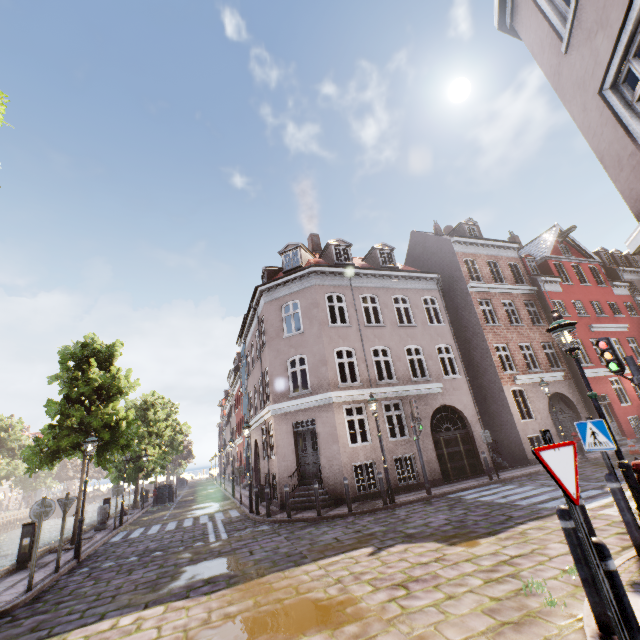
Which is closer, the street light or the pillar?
the street light

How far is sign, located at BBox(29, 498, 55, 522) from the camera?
8.1 meters

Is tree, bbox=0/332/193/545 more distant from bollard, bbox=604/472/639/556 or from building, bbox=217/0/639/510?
bollard, bbox=604/472/639/556

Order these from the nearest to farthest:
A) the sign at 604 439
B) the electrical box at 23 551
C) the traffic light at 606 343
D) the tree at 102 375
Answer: the sign at 604 439, the traffic light at 606 343, the electrical box at 23 551, the tree at 102 375

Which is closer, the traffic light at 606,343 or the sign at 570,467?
the sign at 570,467

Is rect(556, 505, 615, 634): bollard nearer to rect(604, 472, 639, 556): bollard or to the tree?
rect(604, 472, 639, 556): bollard

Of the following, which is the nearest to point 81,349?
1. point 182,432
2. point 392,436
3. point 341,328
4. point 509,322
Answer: point 341,328

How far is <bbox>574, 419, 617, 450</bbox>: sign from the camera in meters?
5.3
